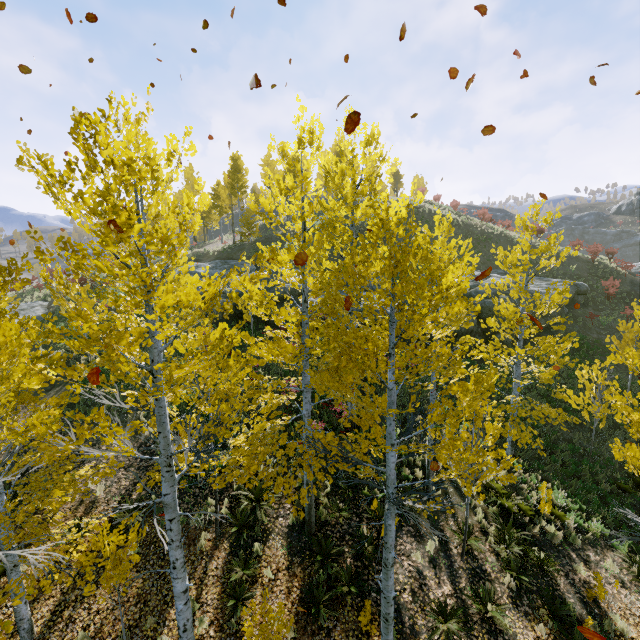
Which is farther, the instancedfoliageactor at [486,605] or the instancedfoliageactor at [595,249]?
the instancedfoliageactor at [595,249]

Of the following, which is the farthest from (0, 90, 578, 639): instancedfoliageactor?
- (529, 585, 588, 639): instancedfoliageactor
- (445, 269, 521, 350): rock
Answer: (445, 269, 521, 350): rock

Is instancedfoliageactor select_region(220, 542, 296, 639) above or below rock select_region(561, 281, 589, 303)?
below

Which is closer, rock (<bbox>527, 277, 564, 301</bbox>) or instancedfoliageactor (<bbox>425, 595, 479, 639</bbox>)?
instancedfoliageactor (<bbox>425, 595, 479, 639</bbox>)

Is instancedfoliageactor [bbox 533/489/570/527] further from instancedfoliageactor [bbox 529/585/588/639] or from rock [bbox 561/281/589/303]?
rock [bbox 561/281/589/303]

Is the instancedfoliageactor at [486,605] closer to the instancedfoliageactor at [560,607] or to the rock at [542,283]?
the instancedfoliageactor at [560,607]

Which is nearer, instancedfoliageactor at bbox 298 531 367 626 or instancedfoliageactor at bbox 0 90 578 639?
instancedfoliageactor at bbox 0 90 578 639

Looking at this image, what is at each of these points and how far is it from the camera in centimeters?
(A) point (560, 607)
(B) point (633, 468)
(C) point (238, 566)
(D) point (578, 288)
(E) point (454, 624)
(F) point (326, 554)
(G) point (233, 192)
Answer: (A) instancedfoliageactor, 791cm
(B) instancedfoliageactor, 588cm
(C) instancedfoliageactor, 817cm
(D) rock, 2414cm
(E) instancedfoliageactor, 736cm
(F) instancedfoliageactor, 851cm
(G) instancedfoliageactor, 3219cm
